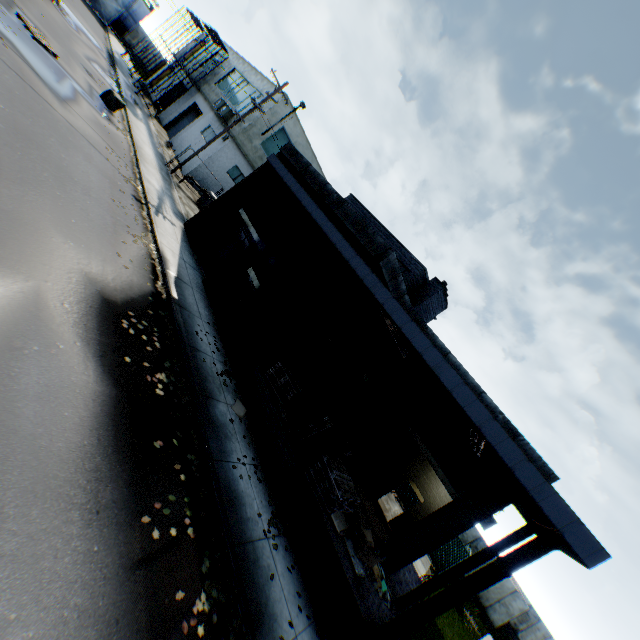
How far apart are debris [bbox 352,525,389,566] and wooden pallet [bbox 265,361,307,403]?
4.47m

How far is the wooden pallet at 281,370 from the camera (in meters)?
11.17

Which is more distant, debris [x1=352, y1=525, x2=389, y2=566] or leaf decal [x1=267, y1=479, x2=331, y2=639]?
debris [x1=352, y1=525, x2=389, y2=566]

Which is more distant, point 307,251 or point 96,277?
point 307,251

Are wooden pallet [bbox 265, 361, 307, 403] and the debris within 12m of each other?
yes

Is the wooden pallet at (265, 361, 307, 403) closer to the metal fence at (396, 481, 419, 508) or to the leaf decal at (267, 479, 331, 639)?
the leaf decal at (267, 479, 331, 639)

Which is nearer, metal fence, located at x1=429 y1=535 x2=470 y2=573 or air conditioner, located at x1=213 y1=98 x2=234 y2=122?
metal fence, located at x1=429 y1=535 x2=470 y2=573

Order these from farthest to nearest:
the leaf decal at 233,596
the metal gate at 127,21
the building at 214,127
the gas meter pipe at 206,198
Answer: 1. the metal gate at 127,21
2. the building at 214,127
3. the gas meter pipe at 206,198
4. the leaf decal at 233,596
